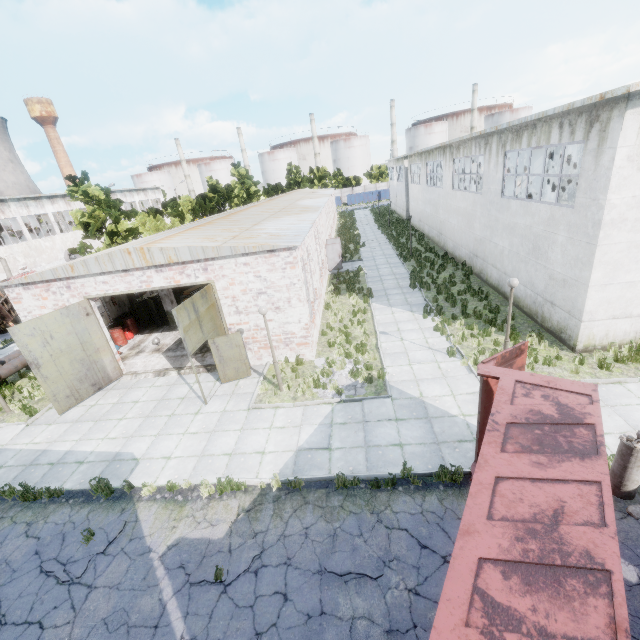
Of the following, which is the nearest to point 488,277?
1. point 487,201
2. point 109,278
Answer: point 487,201

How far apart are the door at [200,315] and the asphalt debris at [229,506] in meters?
4.2 m

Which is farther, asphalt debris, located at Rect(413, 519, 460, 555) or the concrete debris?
the concrete debris

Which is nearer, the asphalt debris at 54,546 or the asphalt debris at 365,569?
the asphalt debris at 365,569

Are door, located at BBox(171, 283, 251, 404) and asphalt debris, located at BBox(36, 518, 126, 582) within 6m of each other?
yes

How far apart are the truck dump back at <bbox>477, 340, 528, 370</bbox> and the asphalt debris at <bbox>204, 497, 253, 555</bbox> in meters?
5.1

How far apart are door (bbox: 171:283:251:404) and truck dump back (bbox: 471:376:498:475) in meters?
8.5 m

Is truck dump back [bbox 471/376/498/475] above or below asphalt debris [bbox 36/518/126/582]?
above
